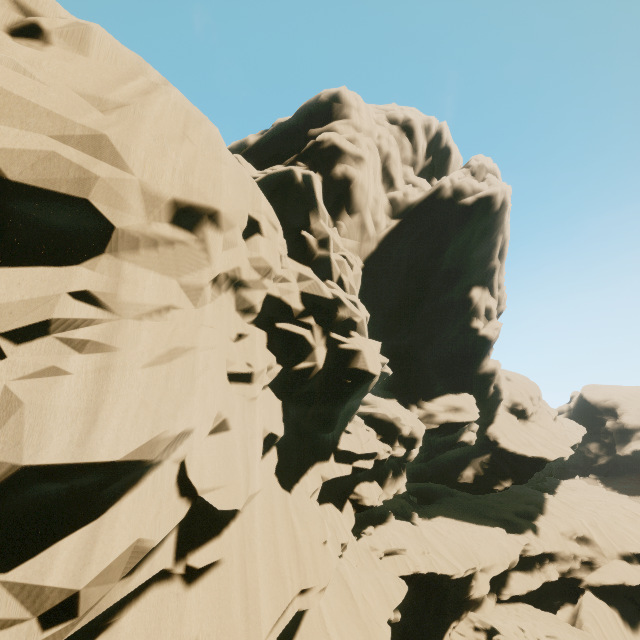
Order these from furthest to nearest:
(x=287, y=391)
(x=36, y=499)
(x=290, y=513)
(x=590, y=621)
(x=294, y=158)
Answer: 1. (x=590, y=621)
2. (x=294, y=158)
3. (x=287, y=391)
4. (x=290, y=513)
5. (x=36, y=499)
